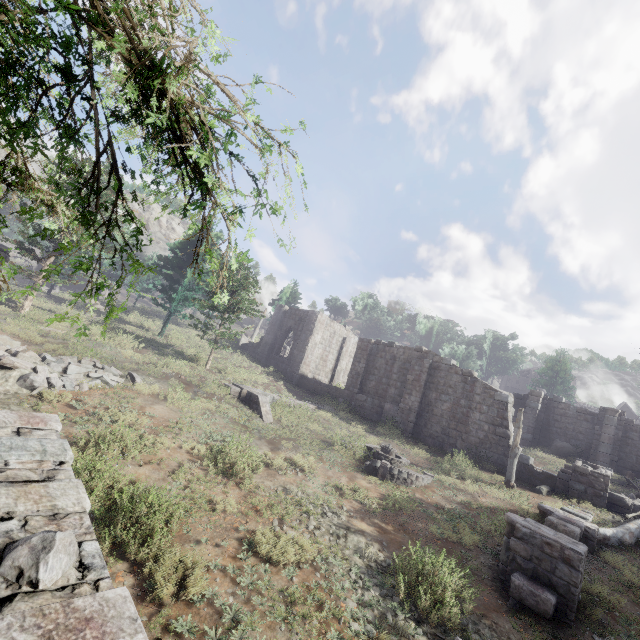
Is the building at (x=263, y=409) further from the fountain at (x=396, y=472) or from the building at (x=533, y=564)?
the building at (x=533, y=564)

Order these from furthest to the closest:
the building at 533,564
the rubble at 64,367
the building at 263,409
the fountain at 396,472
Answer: the building at 263,409 < the fountain at 396,472 < the rubble at 64,367 < the building at 533,564

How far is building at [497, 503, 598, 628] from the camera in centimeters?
690cm

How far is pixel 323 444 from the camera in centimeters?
1498cm

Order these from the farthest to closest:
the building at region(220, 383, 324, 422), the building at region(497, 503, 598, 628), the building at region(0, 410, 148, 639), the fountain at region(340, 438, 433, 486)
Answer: the building at region(220, 383, 324, 422), the fountain at region(340, 438, 433, 486), the building at region(497, 503, 598, 628), the building at region(0, 410, 148, 639)

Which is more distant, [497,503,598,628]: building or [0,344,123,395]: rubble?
[0,344,123,395]: rubble

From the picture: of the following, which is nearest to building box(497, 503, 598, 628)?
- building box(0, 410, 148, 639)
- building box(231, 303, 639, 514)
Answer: building box(0, 410, 148, 639)

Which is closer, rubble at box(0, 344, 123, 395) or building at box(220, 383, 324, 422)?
rubble at box(0, 344, 123, 395)
